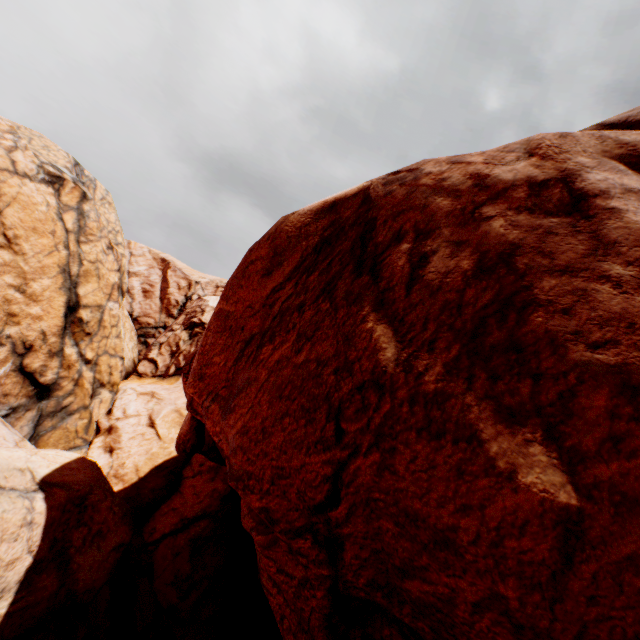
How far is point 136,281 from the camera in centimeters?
4084cm
